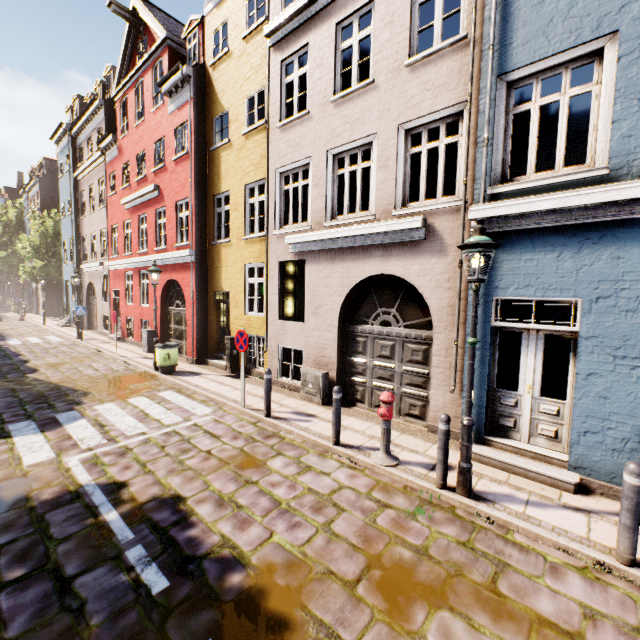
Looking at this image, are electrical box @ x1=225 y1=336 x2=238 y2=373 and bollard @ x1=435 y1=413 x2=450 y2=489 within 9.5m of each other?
yes

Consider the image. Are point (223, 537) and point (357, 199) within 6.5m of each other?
no

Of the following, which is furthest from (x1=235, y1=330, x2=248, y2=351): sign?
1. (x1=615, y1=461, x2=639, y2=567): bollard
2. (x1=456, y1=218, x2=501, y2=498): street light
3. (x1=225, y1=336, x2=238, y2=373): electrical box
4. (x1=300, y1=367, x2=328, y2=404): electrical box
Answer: (x1=615, y1=461, x2=639, y2=567): bollard

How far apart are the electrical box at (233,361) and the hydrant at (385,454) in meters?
6.8

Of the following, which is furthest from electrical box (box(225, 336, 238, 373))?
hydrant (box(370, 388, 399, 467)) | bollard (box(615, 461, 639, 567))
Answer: bollard (box(615, 461, 639, 567))

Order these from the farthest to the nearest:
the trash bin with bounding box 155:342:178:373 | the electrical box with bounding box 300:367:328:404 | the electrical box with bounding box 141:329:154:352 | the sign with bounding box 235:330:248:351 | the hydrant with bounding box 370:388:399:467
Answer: the electrical box with bounding box 141:329:154:352 < the trash bin with bounding box 155:342:178:373 < the electrical box with bounding box 300:367:328:404 < the sign with bounding box 235:330:248:351 < the hydrant with bounding box 370:388:399:467

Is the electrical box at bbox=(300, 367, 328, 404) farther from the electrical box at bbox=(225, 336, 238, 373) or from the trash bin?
the trash bin

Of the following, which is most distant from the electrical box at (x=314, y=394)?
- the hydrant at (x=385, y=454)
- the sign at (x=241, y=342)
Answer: the hydrant at (x=385, y=454)
